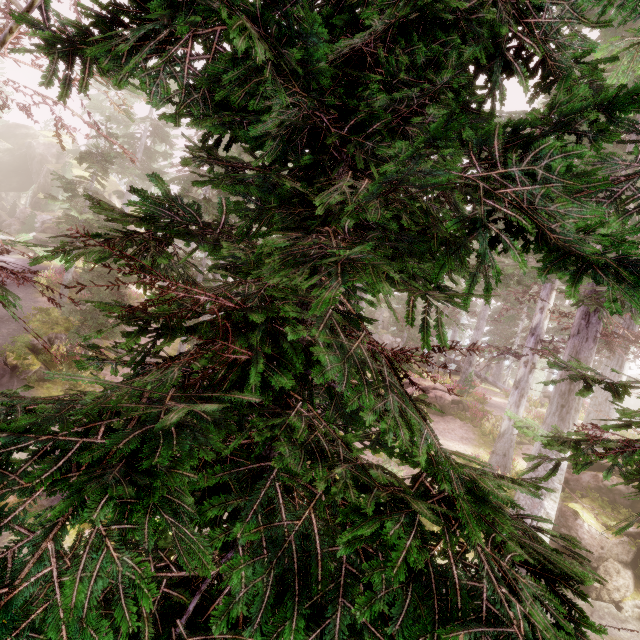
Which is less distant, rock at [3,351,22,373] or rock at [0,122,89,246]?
rock at [3,351,22,373]

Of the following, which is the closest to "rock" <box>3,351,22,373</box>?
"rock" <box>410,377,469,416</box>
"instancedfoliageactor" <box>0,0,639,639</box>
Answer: "instancedfoliageactor" <box>0,0,639,639</box>

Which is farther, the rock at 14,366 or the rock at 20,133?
the rock at 20,133

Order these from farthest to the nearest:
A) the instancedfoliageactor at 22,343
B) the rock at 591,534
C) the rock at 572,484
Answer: the instancedfoliageactor at 22,343
the rock at 572,484
the rock at 591,534

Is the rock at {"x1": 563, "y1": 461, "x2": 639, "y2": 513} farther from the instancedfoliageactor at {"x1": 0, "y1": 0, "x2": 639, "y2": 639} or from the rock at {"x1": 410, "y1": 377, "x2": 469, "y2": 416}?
the rock at {"x1": 410, "y1": 377, "x2": 469, "y2": 416}

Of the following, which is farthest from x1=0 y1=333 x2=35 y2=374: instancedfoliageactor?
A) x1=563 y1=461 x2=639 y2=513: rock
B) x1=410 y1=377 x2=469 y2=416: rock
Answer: x1=410 y1=377 x2=469 y2=416: rock

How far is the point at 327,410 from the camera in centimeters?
425cm

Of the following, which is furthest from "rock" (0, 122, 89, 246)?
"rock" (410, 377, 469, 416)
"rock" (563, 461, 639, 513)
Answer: "rock" (410, 377, 469, 416)
